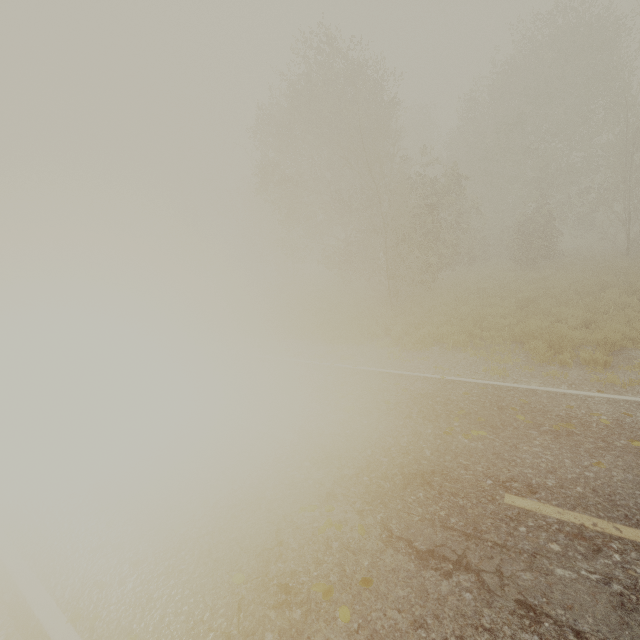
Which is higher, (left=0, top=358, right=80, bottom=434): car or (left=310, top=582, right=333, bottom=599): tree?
(left=0, top=358, right=80, bottom=434): car

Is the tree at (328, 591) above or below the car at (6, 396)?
below

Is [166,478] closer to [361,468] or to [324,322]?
[361,468]

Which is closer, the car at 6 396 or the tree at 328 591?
the tree at 328 591

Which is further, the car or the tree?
the car

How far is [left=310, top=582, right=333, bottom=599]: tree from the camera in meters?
3.3
